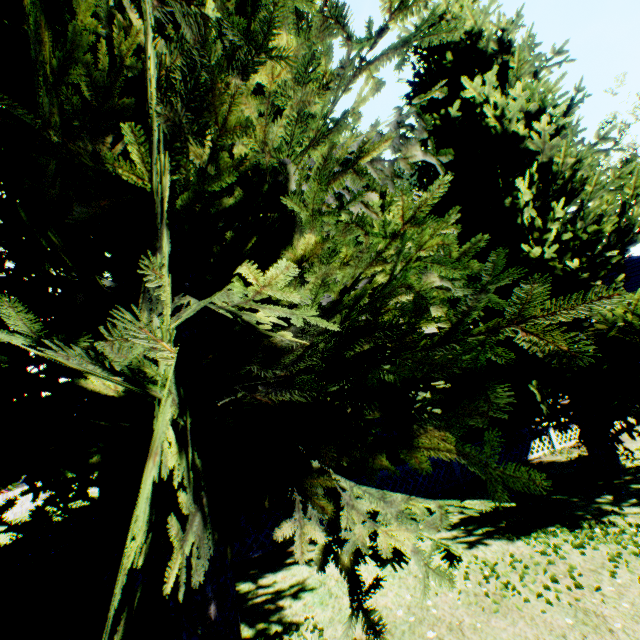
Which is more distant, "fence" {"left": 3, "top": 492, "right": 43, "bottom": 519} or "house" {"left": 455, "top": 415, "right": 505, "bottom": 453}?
"fence" {"left": 3, "top": 492, "right": 43, "bottom": 519}

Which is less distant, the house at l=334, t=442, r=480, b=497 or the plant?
the plant

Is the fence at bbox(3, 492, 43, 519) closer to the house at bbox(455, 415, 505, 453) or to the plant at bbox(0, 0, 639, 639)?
the plant at bbox(0, 0, 639, 639)

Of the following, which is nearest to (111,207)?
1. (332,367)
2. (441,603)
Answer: (332,367)

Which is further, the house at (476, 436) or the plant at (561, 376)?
the house at (476, 436)

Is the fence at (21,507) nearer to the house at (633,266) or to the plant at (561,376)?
the plant at (561,376)
